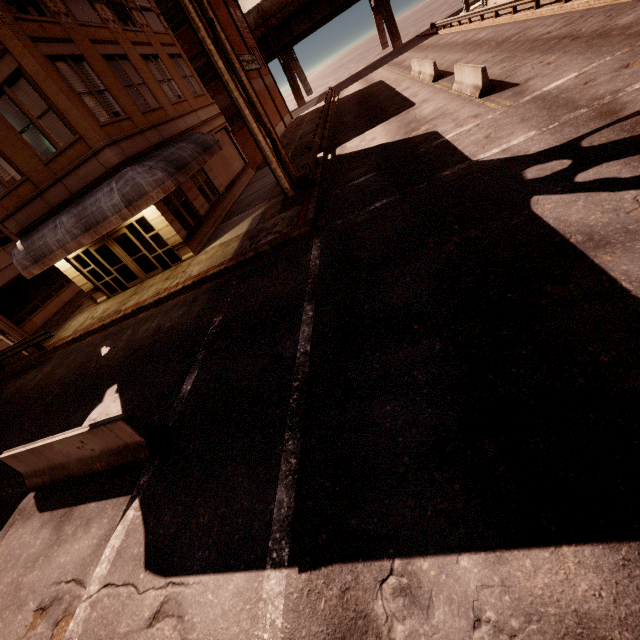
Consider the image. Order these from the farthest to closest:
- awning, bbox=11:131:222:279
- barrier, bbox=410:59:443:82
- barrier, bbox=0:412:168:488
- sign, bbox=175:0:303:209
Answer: barrier, bbox=410:59:443:82, awning, bbox=11:131:222:279, sign, bbox=175:0:303:209, barrier, bbox=0:412:168:488

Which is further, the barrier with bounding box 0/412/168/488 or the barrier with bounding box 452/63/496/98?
the barrier with bounding box 452/63/496/98

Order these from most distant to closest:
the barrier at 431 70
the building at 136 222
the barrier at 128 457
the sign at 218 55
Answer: the barrier at 431 70 → the building at 136 222 → the sign at 218 55 → the barrier at 128 457

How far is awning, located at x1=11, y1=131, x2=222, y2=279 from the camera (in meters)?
12.55

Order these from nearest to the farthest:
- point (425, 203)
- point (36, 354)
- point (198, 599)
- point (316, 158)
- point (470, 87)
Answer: point (198, 599)
point (425, 203)
point (470, 87)
point (36, 354)
point (316, 158)

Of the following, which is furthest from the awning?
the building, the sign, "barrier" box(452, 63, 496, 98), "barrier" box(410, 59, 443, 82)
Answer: "barrier" box(410, 59, 443, 82)

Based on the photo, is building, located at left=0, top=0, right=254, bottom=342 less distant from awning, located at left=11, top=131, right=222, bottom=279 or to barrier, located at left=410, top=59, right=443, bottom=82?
awning, located at left=11, top=131, right=222, bottom=279

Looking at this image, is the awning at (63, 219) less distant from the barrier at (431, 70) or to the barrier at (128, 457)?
the barrier at (128, 457)
